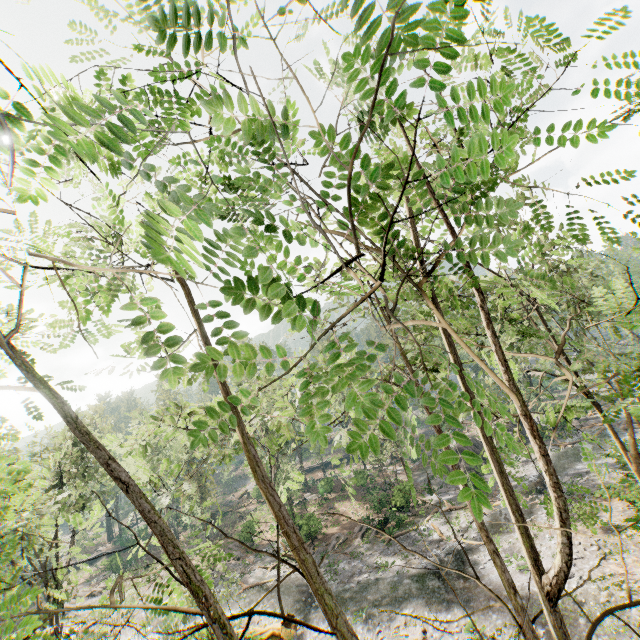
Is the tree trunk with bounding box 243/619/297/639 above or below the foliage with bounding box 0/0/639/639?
below

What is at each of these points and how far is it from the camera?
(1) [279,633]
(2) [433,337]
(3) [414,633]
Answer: (1) tree trunk, 19.7m
(2) foliage, 18.5m
(3) foliage, 16.6m

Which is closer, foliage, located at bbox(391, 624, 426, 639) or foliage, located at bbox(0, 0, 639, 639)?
foliage, located at bbox(0, 0, 639, 639)

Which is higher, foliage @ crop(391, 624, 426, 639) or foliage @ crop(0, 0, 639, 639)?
foliage @ crop(0, 0, 639, 639)

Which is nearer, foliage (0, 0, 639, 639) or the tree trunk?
foliage (0, 0, 639, 639)

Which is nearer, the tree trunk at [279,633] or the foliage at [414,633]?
the foliage at [414,633]

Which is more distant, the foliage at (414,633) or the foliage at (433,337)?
the foliage at (414,633)

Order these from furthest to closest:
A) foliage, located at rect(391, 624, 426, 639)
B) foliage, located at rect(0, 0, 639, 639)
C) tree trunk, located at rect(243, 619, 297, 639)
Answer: tree trunk, located at rect(243, 619, 297, 639) < foliage, located at rect(391, 624, 426, 639) < foliage, located at rect(0, 0, 639, 639)
